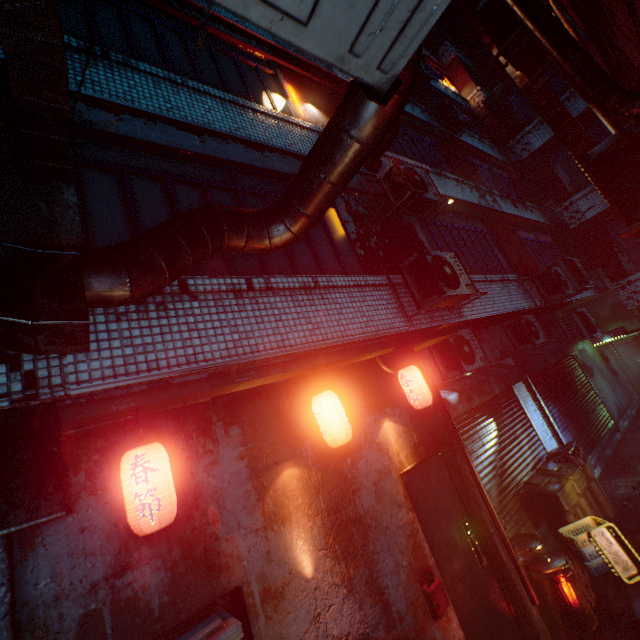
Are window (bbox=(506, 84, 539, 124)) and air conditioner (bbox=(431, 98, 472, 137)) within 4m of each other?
yes

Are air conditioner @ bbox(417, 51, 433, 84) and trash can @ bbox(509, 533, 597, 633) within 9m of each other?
no

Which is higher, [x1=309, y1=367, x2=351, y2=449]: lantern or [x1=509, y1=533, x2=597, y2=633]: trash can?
[x1=309, y1=367, x2=351, y2=449]: lantern

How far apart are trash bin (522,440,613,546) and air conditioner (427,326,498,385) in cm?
194

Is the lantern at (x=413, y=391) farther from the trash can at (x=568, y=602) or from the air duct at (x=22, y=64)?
the trash can at (x=568, y=602)

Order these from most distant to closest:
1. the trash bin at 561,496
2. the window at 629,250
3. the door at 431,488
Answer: the window at 629,250 < the trash bin at 561,496 < the door at 431,488

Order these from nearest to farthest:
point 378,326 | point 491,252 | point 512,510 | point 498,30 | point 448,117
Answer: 1. point 498,30
2. point 378,326
3. point 512,510
4. point 491,252
5. point 448,117

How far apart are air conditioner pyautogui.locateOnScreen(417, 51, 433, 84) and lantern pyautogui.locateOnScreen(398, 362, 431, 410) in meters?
9.3
